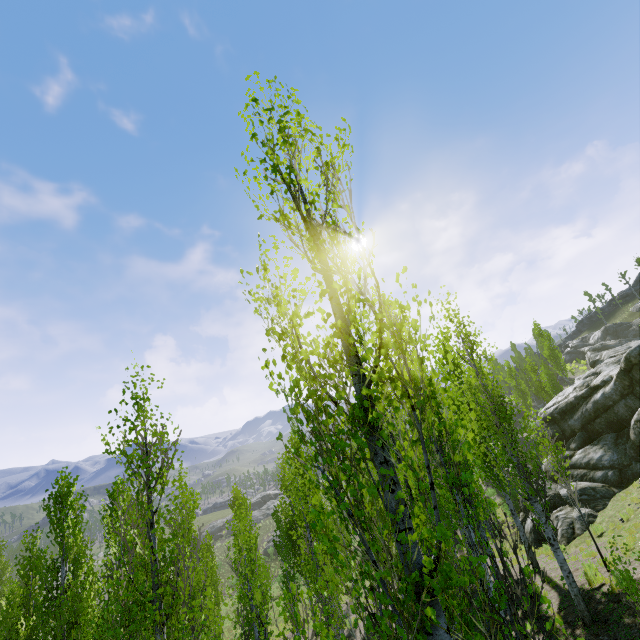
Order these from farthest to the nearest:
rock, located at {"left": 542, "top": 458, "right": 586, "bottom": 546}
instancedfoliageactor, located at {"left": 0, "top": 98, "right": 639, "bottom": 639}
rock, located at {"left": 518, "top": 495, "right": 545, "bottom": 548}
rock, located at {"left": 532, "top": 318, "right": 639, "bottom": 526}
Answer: rock, located at {"left": 518, "top": 495, "right": 545, "bottom": 548} → rock, located at {"left": 532, "top": 318, "right": 639, "bottom": 526} → rock, located at {"left": 542, "top": 458, "right": 586, "bottom": 546} → instancedfoliageactor, located at {"left": 0, "top": 98, "right": 639, "bottom": 639}

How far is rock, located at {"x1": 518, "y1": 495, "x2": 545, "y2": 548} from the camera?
19.66m

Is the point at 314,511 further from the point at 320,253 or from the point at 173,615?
the point at 173,615

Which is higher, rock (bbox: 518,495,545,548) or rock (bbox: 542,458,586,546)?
rock (bbox: 542,458,586,546)

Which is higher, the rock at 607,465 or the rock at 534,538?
the rock at 607,465

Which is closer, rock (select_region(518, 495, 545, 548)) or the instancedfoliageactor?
the instancedfoliageactor

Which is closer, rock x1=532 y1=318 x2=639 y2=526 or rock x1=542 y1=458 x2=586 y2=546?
rock x1=542 y1=458 x2=586 y2=546

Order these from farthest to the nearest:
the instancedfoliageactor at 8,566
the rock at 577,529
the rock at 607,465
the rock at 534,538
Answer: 1. the rock at 534,538
2. the rock at 607,465
3. the rock at 577,529
4. the instancedfoliageactor at 8,566
